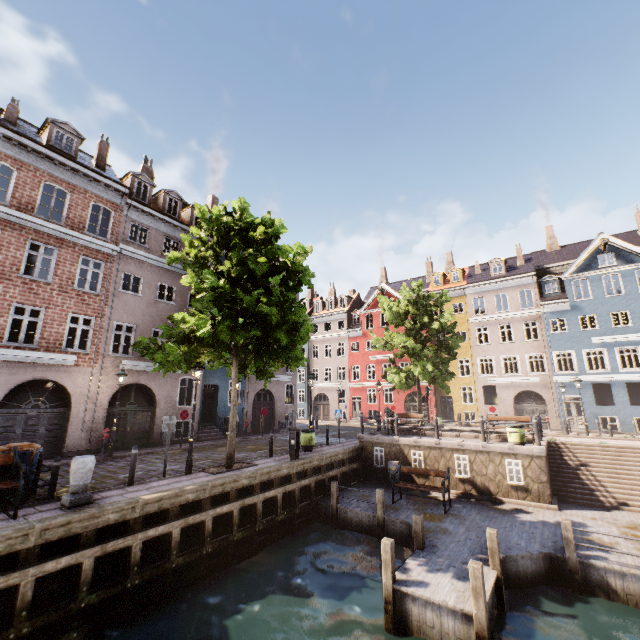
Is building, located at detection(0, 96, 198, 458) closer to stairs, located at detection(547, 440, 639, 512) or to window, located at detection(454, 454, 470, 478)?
stairs, located at detection(547, 440, 639, 512)

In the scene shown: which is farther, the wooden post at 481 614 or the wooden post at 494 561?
the wooden post at 494 561

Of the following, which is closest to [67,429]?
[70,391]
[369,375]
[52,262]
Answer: [70,391]

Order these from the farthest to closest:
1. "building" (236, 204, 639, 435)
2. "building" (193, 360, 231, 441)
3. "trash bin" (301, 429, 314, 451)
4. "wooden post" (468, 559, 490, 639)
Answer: "building" (236, 204, 639, 435) → "building" (193, 360, 231, 441) → "trash bin" (301, 429, 314, 451) → "wooden post" (468, 559, 490, 639)

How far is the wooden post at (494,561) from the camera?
7.66m

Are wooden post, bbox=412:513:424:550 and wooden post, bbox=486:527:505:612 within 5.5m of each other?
yes

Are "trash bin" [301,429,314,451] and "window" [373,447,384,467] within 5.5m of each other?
yes

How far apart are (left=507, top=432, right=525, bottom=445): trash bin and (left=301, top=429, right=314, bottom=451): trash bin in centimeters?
884cm
